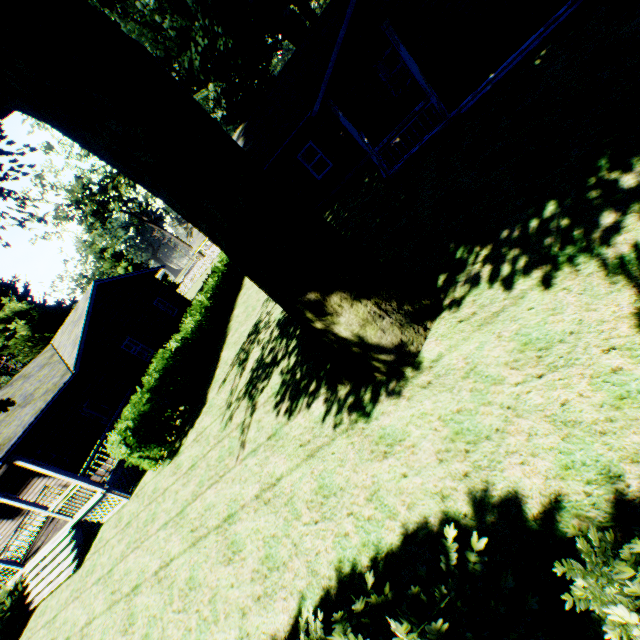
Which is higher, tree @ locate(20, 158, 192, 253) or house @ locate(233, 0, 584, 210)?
tree @ locate(20, 158, 192, 253)

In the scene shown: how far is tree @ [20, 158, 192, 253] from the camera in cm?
3675

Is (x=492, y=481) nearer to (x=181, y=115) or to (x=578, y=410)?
(x=578, y=410)

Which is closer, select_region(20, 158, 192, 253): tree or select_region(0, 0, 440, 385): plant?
select_region(0, 0, 440, 385): plant

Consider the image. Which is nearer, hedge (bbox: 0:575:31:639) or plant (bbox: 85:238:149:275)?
hedge (bbox: 0:575:31:639)

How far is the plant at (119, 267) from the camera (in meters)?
52.25

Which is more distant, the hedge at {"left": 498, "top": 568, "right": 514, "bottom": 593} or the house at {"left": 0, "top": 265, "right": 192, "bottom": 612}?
the house at {"left": 0, "top": 265, "right": 192, "bottom": 612}

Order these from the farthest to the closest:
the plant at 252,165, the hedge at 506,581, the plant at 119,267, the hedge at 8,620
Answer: the plant at 119,267, the hedge at 8,620, the plant at 252,165, the hedge at 506,581
